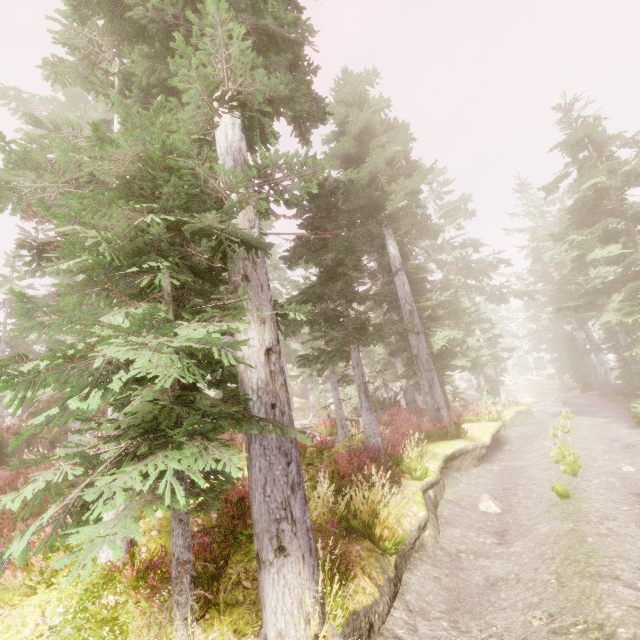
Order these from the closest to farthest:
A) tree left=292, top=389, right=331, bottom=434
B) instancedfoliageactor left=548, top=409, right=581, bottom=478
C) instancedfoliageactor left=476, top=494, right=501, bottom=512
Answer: instancedfoliageactor left=476, top=494, right=501, bottom=512 < instancedfoliageactor left=548, top=409, right=581, bottom=478 < tree left=292, top=389, right=331, bottom=434

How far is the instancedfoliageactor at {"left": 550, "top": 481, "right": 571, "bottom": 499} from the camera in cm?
805

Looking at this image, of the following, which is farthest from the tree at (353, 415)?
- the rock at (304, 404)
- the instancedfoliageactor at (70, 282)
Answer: the rock at (304, 404)

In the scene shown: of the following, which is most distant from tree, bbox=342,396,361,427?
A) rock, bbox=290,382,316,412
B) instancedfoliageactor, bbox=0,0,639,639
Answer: rock, bbox=290,382,316,412

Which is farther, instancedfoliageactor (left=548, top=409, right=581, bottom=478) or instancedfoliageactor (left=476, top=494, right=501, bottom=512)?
instancedfoliageactor (left=548, top=409, right=581, bottom=478)

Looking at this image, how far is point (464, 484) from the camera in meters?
10.7

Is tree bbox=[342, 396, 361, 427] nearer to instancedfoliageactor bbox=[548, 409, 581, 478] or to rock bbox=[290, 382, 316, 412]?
instancedfoliageactor bbox=[548, 409, 581, 478]

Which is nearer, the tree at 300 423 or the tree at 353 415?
the tree at 300 423
